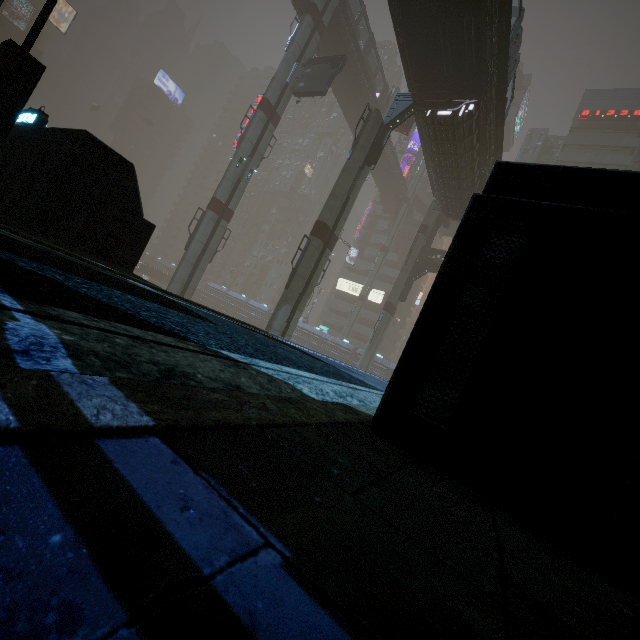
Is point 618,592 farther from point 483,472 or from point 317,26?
point 317,26

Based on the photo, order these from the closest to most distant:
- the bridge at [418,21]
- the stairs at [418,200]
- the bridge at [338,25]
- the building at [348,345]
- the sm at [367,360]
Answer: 1. the bridge at [418,21]
2. the bridge at [338,25]
3. the sm at [367,360]
4. the building at [348,345]
5. the stairs at [418,200]

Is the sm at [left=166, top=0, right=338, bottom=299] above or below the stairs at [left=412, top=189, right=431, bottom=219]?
below

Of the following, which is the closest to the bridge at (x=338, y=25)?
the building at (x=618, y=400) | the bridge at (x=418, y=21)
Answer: the building at (x=618, y=400)

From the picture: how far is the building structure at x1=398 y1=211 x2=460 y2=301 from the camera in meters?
33.0

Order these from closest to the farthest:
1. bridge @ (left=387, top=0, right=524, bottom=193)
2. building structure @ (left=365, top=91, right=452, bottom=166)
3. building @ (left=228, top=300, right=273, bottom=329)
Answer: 1. bridge @ (left=387, top=0, right=524, bottom=193)
2. building structure @ (left=365, top=91, right=452, bottom=166)
3. building @ (left=228, top=300, right=273, bottom=329)

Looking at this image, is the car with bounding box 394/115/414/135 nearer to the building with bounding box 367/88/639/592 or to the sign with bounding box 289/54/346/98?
the building with bounding box 367/88/639/592

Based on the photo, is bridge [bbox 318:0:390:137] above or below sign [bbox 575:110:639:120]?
below
